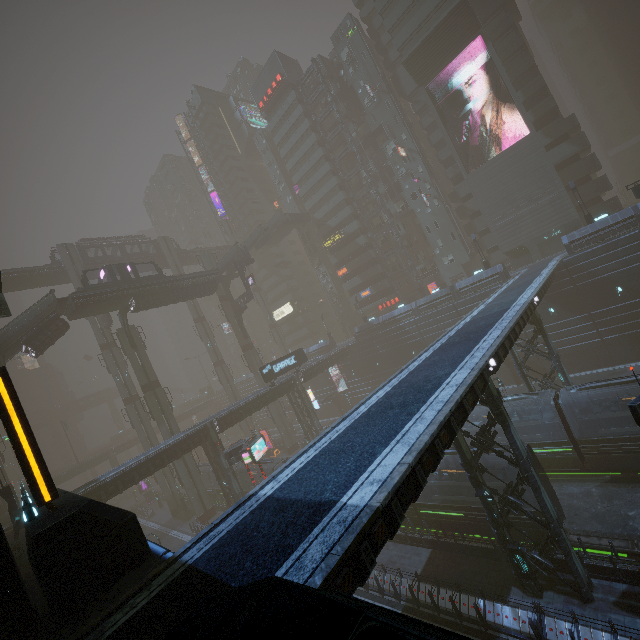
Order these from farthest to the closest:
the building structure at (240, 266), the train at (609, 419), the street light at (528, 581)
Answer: the building structure at (240, 266), the train at (609, 419), the street light at (528, 581)

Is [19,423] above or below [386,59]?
below

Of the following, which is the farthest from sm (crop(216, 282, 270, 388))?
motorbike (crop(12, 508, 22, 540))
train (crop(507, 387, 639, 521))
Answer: motorbike (crop(12, 508, 22, 540))

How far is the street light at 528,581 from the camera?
14.9m

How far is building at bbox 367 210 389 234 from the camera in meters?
57.6

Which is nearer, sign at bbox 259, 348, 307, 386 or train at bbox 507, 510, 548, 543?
train at bbox 507, 510, 548, 543

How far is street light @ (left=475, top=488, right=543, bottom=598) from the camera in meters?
14.9 m

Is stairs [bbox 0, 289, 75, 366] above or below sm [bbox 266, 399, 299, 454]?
above
